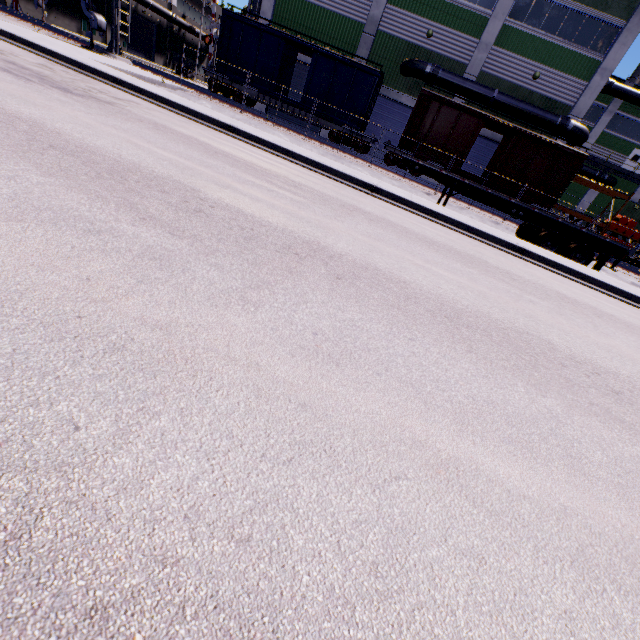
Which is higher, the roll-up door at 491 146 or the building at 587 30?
the building at 587 30

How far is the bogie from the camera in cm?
2233

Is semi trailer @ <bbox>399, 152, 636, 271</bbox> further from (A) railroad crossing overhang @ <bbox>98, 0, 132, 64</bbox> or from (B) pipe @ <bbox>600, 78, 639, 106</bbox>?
(A) railroad crossing overhang @ <bbox>98, 0, 132, 64</bbox>

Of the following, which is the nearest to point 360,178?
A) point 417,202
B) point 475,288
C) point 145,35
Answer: point 417,202

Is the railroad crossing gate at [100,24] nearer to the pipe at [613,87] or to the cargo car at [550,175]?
the cargo car at [550,175]

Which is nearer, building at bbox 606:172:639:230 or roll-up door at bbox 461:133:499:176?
roll-up door at bbox 461:133:499:176

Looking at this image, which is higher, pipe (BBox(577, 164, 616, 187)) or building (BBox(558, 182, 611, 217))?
pipe (BBox(577, 164, 616, 187))

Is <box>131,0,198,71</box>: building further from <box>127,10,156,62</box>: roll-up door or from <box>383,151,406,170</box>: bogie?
<box>383,151,406,170</box>: bogie
